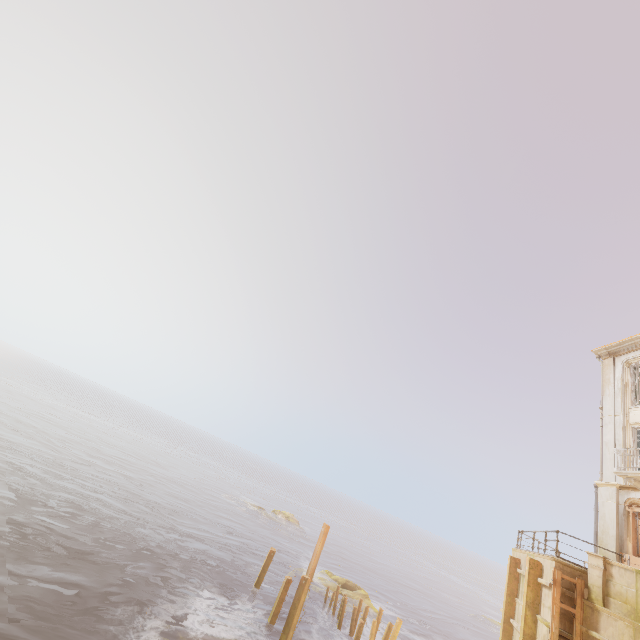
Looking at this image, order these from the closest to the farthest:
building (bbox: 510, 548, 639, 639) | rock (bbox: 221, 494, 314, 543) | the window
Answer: building (bbox: 510, 548, 639, 639) → the window → rock (bbox: 221, 494, 314, 543)

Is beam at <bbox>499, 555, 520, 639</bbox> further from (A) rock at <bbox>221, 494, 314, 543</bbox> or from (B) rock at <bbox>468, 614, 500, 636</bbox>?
(B) rock at <bbox>468, 614, 500, 636</bbox>

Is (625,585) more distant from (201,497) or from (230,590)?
(201,497)

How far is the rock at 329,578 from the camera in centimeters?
2352cm

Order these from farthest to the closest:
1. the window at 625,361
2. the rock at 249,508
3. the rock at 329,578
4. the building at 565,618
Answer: the rock at 249,508
the rock at 329,578
the window at 625,361
the building at 565,618

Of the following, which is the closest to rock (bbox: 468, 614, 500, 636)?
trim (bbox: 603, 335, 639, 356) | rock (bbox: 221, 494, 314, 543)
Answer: rock (bbox: 221, 494, 314, 543)

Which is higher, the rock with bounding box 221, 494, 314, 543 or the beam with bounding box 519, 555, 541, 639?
the beam with bounding box 519, 555, 541, 639

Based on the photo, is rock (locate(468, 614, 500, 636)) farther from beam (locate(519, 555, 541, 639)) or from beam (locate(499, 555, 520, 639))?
beam (locate(519, 555, 541, 639))
